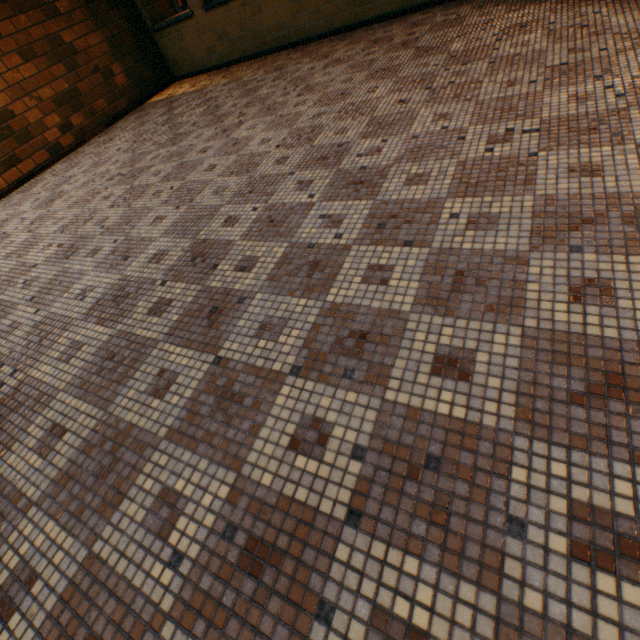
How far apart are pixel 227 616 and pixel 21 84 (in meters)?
7.02
